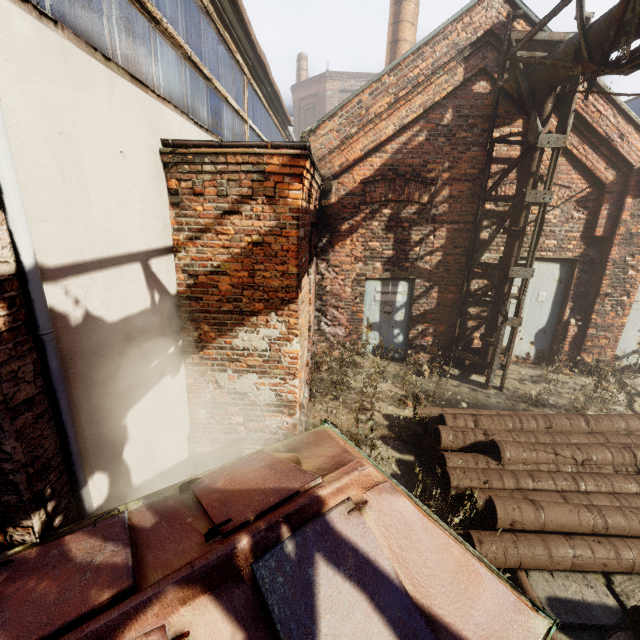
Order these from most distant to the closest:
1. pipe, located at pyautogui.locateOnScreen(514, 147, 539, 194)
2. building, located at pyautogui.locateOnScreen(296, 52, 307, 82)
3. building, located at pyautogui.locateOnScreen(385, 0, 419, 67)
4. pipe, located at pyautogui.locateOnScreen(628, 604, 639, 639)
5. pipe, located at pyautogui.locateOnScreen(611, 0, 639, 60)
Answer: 1. building, located at pyautogui.locateOnScreen(296, 52, 307, 82)
2. building, located at pyautogui.locateOnScreen(385, 0, 419, 67)
3. pipe, located at pyautogui.locateOnScreen(514, 147, 539, 194)
4. pipe, located at pyautogui.locateOnScreen(611, 0, 639, 60)
5. pipe, located at pyautogui.locateOnScreen(628, 604, 639, 639)

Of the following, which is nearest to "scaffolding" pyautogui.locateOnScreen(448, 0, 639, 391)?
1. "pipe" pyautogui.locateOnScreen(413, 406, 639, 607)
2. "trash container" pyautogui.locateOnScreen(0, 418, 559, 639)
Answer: "pipe" pyautogui.locateOnScreen(413, 406, 639, 607)

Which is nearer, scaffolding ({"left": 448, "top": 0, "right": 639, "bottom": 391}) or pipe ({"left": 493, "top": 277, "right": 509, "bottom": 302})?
scaffolding ({"left": 448, "top": 0, "right": 639, "bottom": 391})

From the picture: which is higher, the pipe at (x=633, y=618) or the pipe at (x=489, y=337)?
the pipe at (x=489, y=337)

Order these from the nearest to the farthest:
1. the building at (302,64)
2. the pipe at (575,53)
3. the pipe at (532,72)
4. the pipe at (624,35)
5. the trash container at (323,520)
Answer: the trash container at (323,520) < the pipe at (624,35) < the pipe at (575,53) < the pipe at (532,72) < the building at (302,64)

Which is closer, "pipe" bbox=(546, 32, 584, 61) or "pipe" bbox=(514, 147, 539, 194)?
"pipe" bbox=(546, 32, 584, 61)

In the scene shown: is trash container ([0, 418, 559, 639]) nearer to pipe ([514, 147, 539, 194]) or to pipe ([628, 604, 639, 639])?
pipe ([628, 604, 639, 639])

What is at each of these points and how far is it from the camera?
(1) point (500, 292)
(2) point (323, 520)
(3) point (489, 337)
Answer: (1) pipe, 6.75m
(2) trash container, 1.95m
(3) pipe, 7.05m
